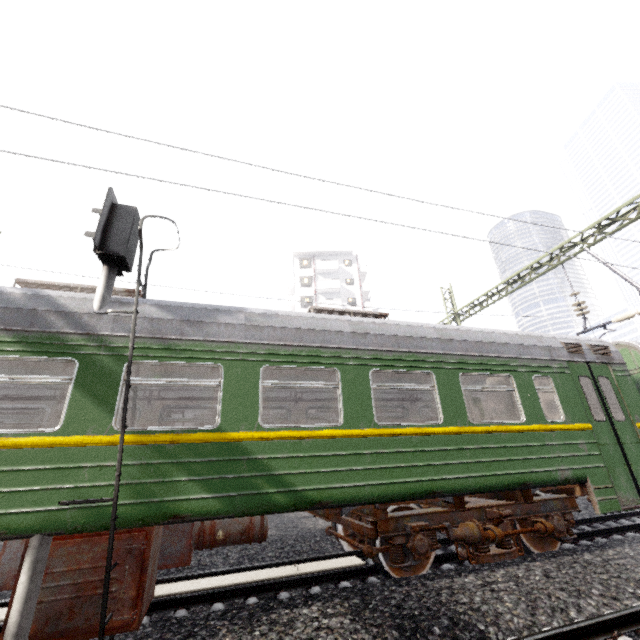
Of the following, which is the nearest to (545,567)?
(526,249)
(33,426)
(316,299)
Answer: (526,249)

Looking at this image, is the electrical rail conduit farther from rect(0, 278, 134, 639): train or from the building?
the building

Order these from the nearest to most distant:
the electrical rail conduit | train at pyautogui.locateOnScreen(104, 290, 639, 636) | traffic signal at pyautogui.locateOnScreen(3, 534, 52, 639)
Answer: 1. traffic signal at pyautogui.locateOnScreen(3, 534, 52, 639)
2. train at pyautogui.locateOnScreen(104, 290, 639, 636)
3. the electrical rail conduit

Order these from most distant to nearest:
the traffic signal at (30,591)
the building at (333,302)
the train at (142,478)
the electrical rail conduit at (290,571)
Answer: the building at (333,302)
the electrical rail conduit at (290,571)
the train at (142,478)
the traffic signal at (30,591)

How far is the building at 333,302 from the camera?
41.6m

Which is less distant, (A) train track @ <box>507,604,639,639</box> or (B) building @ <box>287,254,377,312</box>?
(A) train track @ <box>507,604,639,639</box>

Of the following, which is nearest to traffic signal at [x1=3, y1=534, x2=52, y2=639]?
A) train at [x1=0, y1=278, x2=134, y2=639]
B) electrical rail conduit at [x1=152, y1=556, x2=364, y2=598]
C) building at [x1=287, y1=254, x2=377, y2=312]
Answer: train at [x1=0, y1=278, x2=134, y2=639]
